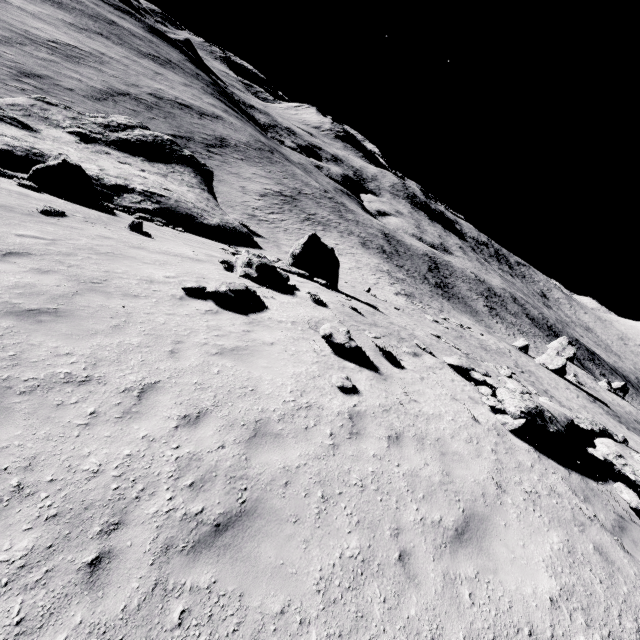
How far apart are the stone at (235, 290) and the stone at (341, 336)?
2.7m

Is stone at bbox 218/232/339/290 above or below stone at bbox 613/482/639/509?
below

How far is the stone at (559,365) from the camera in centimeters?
3666cm

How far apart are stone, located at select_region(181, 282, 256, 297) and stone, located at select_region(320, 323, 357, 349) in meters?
2.7

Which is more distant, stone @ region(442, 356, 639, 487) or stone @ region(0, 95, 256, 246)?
stone @ region(0, 95, 256, 246)

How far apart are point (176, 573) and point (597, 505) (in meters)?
8.77

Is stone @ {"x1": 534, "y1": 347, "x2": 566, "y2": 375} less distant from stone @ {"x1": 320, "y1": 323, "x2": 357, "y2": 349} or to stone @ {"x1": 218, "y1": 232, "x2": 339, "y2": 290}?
stone @ {"x1": 218, "y1": 232, "x2": 339, "y2": 290}

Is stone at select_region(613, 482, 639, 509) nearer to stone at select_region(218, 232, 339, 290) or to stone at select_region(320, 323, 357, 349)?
stone at select_region(320, 323, 357, 349)
